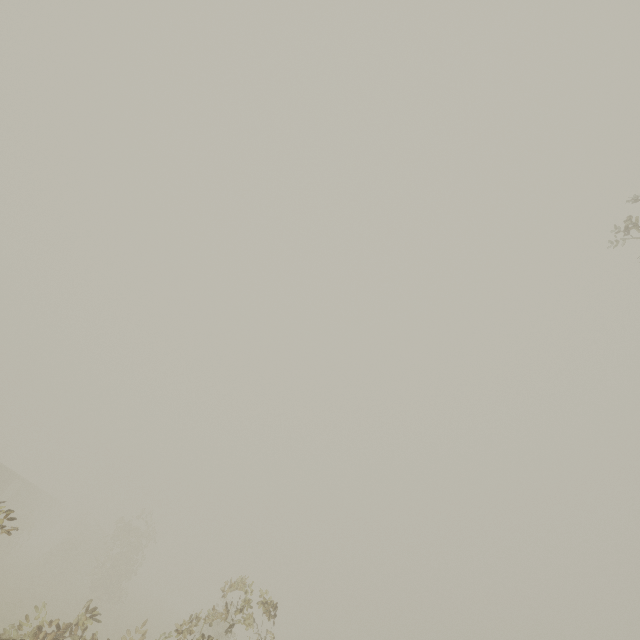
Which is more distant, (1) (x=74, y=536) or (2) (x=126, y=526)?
(1) (x=74, y=536)
